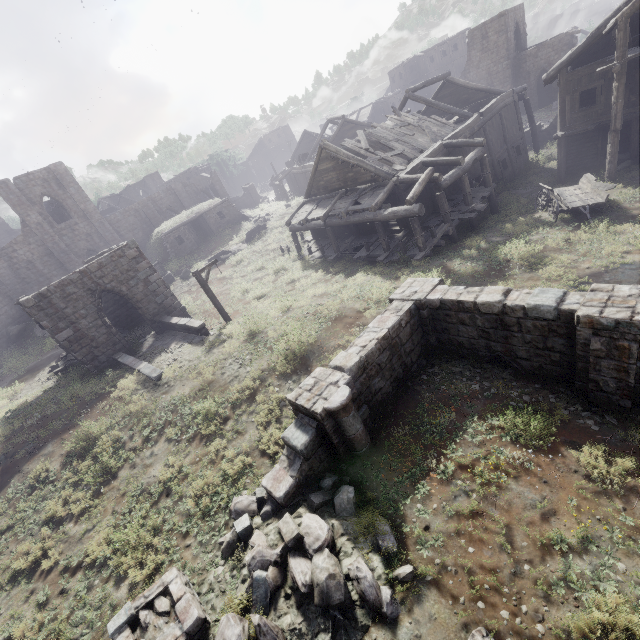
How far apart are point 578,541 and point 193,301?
23.7 meters

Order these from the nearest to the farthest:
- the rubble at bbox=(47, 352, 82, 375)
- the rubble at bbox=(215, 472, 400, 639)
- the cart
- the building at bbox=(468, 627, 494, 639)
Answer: the building at bbox=(468, 627, 494, 639), the rubble at bbox=(215, 472, 400, 639), the cart, the rubble at bbox=(47, 352, 82, 375)

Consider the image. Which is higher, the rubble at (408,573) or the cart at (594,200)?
the rubble at (408,573)

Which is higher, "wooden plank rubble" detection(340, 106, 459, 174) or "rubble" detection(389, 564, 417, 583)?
"wooden plank rubble" detection(340, 106, 459, 174)

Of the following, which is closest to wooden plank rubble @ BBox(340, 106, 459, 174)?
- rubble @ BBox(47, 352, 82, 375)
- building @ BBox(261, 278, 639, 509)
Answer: building @ BBox(261, 278, 639, 509)

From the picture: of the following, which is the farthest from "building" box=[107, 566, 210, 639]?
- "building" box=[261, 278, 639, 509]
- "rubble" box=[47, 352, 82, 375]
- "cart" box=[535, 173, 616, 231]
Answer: "cart" box=[535, 173, 616, 231]

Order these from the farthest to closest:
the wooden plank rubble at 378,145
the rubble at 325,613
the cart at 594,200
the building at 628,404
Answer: the wooden plank rubble at 378,145, the cart at 594,200, the building at 628,404, the rubble at 325,613

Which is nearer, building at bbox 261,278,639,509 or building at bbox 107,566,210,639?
building at bbox 107,566,210,639
